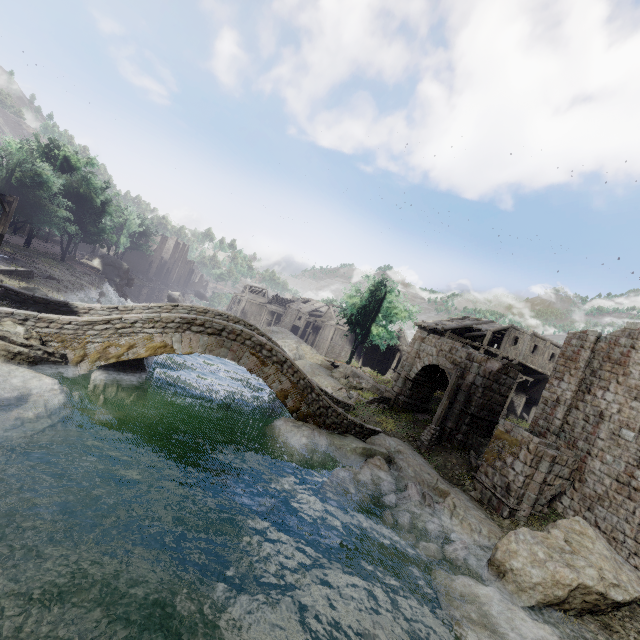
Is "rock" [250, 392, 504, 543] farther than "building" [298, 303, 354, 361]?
No

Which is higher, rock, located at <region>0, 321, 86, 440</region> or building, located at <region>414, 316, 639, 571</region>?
building, located at <region>414, 316, 639, 571</region>

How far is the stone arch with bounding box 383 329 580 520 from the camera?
13.62m

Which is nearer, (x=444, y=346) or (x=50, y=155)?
(x=444, y=346)

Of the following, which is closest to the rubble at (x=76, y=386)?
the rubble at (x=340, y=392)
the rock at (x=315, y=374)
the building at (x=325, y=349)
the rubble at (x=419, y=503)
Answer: the rock at (x=315, y=374)

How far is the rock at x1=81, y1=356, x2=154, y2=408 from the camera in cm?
1359

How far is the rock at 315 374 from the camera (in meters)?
27.34

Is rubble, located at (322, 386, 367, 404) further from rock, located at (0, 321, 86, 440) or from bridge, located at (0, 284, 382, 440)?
rock, located at (0, 321, 86, 440)
